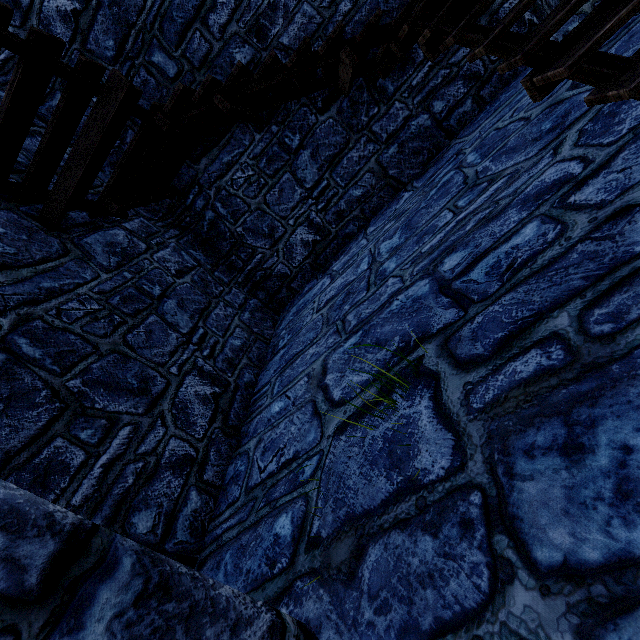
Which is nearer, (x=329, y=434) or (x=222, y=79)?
(x=329, y=434)
